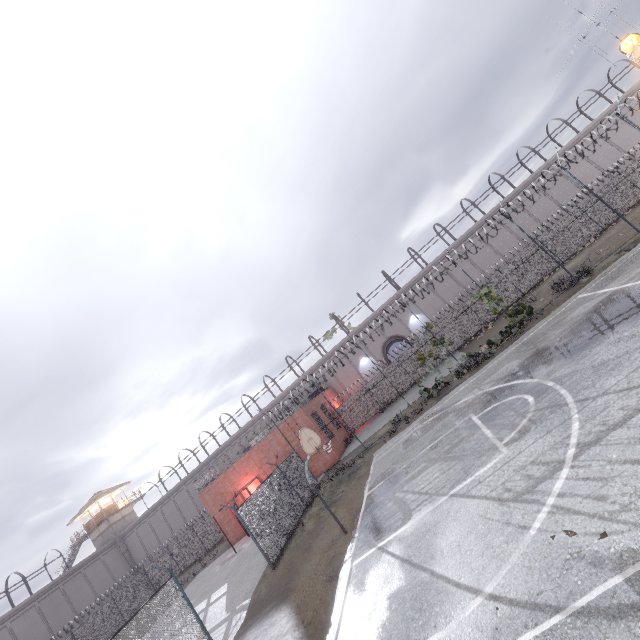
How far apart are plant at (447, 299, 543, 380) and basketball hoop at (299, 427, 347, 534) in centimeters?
1172cm

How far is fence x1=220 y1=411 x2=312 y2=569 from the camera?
14.11m

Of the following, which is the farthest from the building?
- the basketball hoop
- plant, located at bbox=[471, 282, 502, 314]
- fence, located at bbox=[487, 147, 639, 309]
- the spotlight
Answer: the spotlight

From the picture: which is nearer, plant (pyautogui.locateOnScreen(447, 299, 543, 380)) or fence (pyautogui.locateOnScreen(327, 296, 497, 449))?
plant (pyautogui.locateOnScreen(447, 299, 543, 380))

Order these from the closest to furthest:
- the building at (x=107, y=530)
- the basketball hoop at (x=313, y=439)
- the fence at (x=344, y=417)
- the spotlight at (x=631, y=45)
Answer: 1. the basketball hoop at (x=313, y=439)
2. the spotlight at (x=631, y=45)
3. the fence at (x=344, y=417)
4. the building at (x=107, y=530)

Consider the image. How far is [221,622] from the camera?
12.7 meters

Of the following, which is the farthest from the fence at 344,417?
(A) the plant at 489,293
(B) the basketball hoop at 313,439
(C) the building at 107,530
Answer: (C) the building at 107,530

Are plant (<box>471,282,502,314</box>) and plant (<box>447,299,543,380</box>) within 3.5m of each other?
yes
